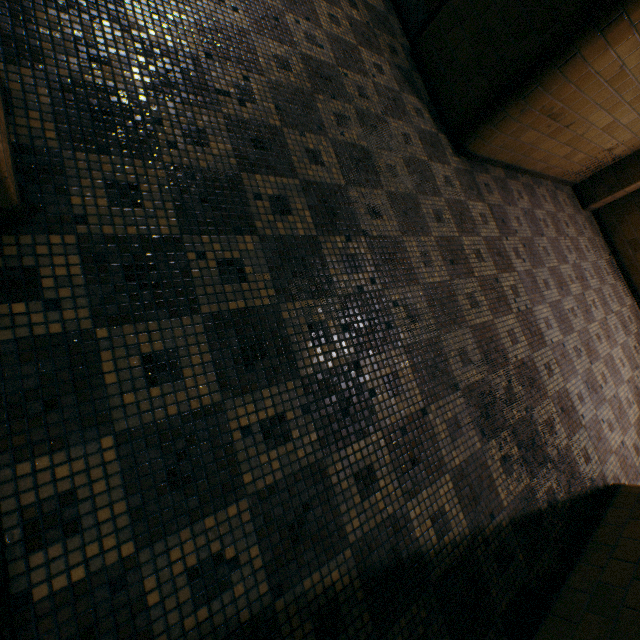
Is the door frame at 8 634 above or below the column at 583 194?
below

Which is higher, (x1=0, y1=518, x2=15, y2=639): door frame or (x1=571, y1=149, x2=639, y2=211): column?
(x1=571, y1=149, x2=639, y2=211): column

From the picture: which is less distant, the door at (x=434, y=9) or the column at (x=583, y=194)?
the door at (x=434, y=9)

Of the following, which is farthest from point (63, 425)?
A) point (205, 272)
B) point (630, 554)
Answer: point (630, 554)

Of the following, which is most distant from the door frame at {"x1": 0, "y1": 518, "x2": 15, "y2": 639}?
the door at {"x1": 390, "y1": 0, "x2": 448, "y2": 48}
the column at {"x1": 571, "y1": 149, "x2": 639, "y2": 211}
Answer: the column at {"x1": 571, "y1": 149, "x2": 639, "y2": 211}

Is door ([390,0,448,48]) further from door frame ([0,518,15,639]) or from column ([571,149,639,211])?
Answer: door frame ([0,518,15,639])

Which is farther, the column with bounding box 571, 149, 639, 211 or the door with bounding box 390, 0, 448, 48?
the column with bounding box 571, 149, 639, 211

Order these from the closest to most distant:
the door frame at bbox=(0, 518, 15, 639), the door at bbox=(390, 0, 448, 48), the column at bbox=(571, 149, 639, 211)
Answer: the door frame at bbox=(0, 518, 15, 639) → the door at bbox=(390, 0, 448, 48) → the column at bbox=(571, 149, 639, 211)
